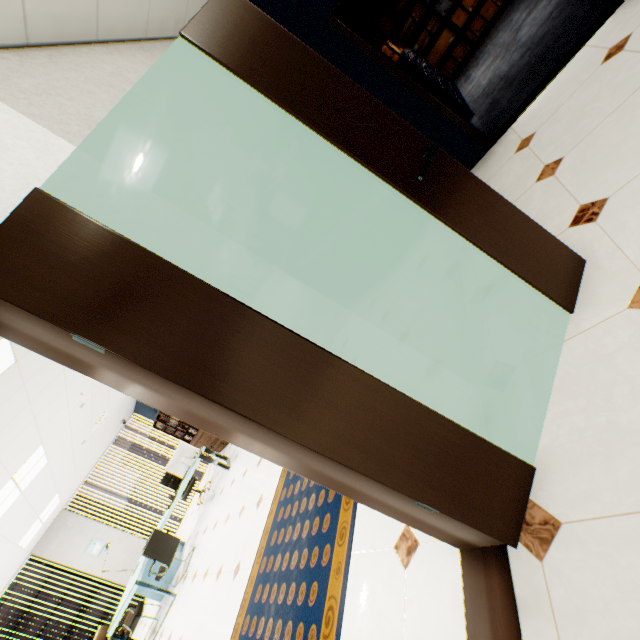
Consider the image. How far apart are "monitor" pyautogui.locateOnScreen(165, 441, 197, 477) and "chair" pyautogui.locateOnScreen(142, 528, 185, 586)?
1.1 meters

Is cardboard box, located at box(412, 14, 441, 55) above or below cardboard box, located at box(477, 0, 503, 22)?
above

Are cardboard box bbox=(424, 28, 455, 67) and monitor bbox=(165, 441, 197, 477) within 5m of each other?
no

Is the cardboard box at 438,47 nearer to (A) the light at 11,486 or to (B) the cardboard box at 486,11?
(B) the cardboard box at 486,11

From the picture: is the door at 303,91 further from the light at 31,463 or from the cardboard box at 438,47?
the cardboard box at 438,47

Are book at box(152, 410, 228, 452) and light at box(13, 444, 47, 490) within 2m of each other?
→ no

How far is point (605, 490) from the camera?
1.1m

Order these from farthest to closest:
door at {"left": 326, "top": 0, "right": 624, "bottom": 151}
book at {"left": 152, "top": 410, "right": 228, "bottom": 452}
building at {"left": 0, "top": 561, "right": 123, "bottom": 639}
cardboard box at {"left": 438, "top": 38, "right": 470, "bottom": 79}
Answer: building at {"left": 0, "top": 561, "right": 123, "bottom": 639} < book at {"left": 152, "top": 410, "right": 228, "bottom": 452} < cardboard box at {"left": 438, "top": 38, "right": 470, "bottom": 79} < door at {"left": 326, "top": 0, "right": 624, "bottom": 151}
